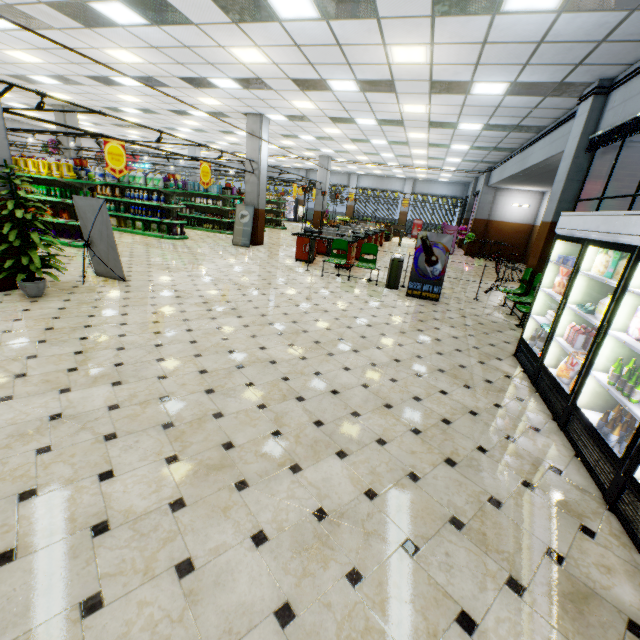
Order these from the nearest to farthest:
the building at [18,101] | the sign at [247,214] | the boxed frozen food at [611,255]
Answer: the boxed frozen food at [611,255] → the building at [18,101] → the sign at [247,214]

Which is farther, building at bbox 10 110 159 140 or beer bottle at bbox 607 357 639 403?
building at bbox 10 110 159 140

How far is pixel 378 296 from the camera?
8.12m

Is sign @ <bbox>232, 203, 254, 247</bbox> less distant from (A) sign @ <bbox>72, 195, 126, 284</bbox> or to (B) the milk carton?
(A) sign @ <bbox>72, 195, 126, 284</bbox>

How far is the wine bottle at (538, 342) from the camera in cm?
491

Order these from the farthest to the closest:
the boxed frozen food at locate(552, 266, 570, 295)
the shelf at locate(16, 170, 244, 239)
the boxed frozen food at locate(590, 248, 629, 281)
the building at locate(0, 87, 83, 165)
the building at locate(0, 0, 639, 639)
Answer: the shelf at locate(16, 170, 244, 239) → the building at locate(0, 87, 83, 165) → the boxed frozen food at locate(552, 266, 570, 295) → the boxed frozen food at locate(590, 248, 629, 281) → the building at locate(0, 0, 639, 639)

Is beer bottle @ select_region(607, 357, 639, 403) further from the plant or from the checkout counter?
the checkout counter

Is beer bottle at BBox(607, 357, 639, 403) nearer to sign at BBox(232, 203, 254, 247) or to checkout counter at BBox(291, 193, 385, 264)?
checkout counter at BBox(291, 193, 385, 264)
